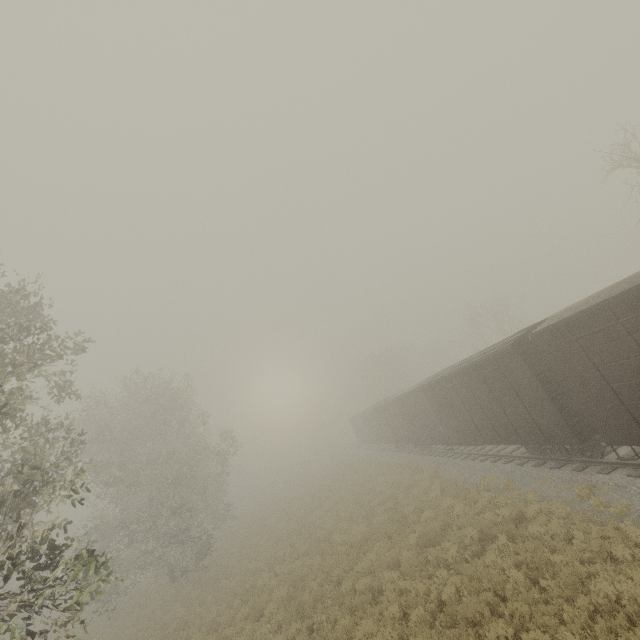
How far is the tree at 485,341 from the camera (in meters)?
31.27

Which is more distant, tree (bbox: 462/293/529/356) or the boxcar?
tree (bbox: 462/293/529/356)

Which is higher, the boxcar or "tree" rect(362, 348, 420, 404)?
"tree" rect(362, 348, 420, 404)

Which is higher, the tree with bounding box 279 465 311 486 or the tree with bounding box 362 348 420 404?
the tree with bounding box 362 348 420 404

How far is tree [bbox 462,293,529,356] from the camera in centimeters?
3127cm

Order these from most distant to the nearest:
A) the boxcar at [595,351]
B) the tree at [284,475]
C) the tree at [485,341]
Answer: the tree at [284,475]
the tree at [485,341]
the boxcar at [595,351]

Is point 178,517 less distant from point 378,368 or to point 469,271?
point 469,271

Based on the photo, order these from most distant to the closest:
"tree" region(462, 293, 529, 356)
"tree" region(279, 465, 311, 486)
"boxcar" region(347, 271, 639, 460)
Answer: "tree" region(279, 465, 311, 486) < "tree" region(462, 293, 529, 356) < "boxcar" region(347, 271, 639, 460)
